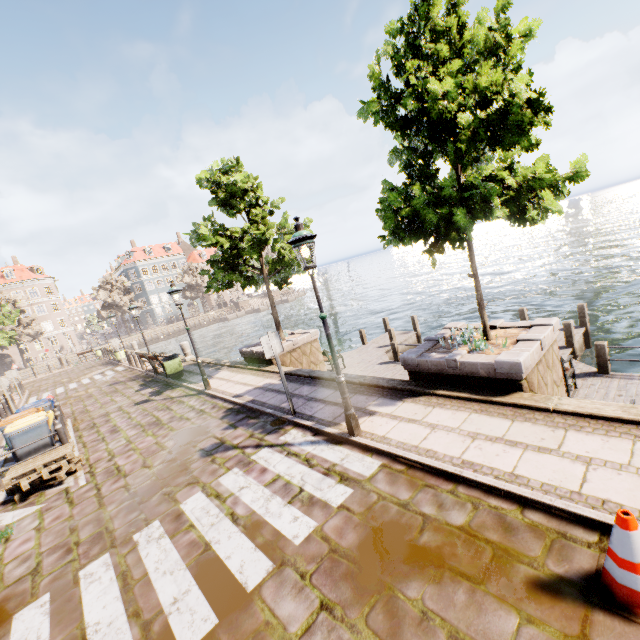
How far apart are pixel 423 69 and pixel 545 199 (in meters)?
2.84

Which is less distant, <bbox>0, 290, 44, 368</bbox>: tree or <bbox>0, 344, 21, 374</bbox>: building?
<bbox>0, 290, 44, 368</bbox>: tree

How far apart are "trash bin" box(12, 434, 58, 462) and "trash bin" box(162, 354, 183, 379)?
4.93m

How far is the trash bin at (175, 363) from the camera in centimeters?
1387cm

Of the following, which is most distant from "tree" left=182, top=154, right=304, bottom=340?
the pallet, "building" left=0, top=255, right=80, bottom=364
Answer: "building" left=0, top=255, right=80, bottom=364

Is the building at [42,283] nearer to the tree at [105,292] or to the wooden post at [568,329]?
the tree at [105,292]

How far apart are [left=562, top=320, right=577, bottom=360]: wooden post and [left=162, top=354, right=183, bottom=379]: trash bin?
14.6 meters

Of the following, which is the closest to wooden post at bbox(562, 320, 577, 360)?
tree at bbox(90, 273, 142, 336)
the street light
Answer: the street light
